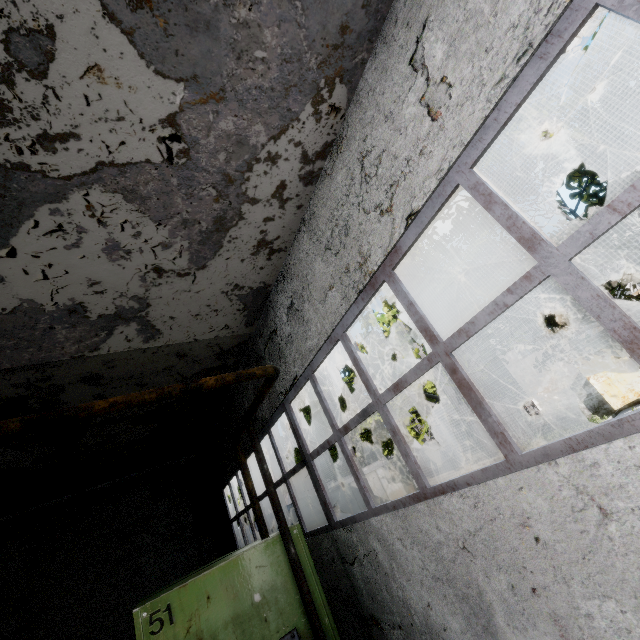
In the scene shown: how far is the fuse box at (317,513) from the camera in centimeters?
1426cm

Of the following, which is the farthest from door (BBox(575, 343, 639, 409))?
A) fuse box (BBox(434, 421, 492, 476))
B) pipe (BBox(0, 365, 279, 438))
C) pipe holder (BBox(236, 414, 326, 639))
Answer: pipe holder (BBox(236, 414, 326, 639))

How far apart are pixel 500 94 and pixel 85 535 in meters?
15.5

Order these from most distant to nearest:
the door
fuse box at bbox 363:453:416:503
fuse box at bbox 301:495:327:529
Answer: the door, fuse box at bbox 363:453:416:503, fuse box at bbox 301:495:327:529

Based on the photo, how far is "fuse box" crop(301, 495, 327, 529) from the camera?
14.3m

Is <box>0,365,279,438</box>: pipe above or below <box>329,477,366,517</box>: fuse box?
above

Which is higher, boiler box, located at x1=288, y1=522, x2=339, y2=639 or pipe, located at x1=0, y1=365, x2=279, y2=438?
pipe, located at x1=0, y1=365, x2=279, y2=438

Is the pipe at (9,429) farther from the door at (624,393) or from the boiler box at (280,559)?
the door at (624,393)
